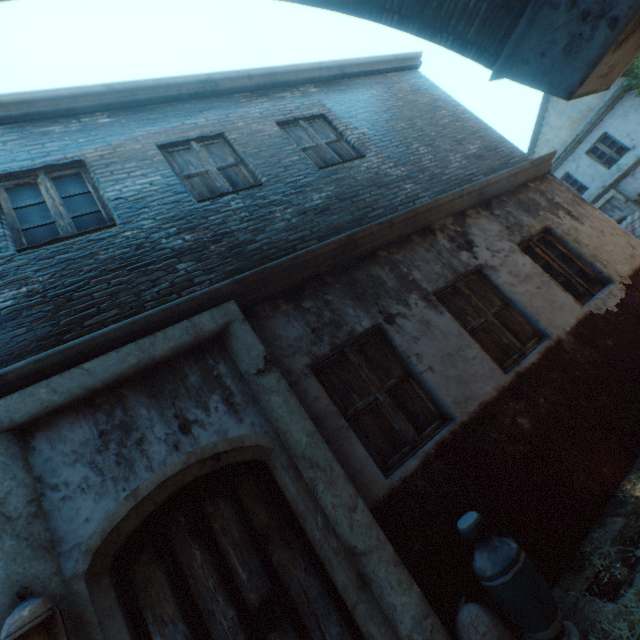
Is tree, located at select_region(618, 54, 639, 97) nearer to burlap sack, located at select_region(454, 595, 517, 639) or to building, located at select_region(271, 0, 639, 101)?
building, located at select_region(271, 0, 639, 101)

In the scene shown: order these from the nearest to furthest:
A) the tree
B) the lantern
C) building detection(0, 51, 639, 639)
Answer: the lantern, building detection(0, 51, 639, 639), the tree

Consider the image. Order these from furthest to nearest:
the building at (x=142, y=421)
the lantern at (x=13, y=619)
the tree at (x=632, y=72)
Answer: the tree at (x=632, y=72)
the building at (x=142, y=421)
the lantern at (x=13, y=619)

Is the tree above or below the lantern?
above

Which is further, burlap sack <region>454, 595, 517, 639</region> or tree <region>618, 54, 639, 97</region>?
tree <region>618, 54, 639, 97</region>

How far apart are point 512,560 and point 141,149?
6.2m

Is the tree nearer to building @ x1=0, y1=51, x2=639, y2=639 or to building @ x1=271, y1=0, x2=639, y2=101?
building @ x1=0, y1=51, x2=639, y2=639

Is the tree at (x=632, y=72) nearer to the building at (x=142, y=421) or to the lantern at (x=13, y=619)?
the building at (x=142, y=421)
